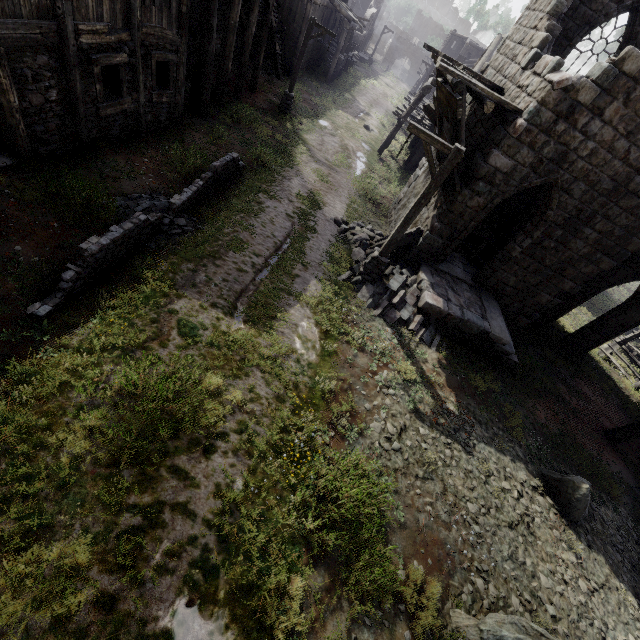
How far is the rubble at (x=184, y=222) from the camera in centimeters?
Answer: 799cm

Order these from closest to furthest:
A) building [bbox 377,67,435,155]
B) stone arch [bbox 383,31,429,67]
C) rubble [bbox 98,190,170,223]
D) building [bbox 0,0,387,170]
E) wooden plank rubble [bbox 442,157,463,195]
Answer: building [bbox 0,0,387,170]
rubble [bbox 98,190,170,223]
wooden plank rubble [bbox 442,157,463,195]
building [bbox 377,67,435,155]
stone arch [bbox 383,31,429,67]

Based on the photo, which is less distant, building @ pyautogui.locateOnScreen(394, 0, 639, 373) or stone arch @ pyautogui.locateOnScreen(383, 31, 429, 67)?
building @ pyautogui.locateOnScreen(394, 0, 639, 373)

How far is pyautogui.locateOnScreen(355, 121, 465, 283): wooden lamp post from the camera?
7.88m

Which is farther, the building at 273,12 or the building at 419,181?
the building at 419,181

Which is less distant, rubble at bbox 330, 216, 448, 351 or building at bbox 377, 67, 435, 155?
rubble at bbox 330, 216, 448, 351

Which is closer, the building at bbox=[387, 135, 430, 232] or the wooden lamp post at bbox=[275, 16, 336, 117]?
the building at bbox=[387, 135, 430, 232]

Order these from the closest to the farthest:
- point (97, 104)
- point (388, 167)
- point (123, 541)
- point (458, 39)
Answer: point (123, 541)
point (97, 104)
point (388, 167)
point (458, 39)
